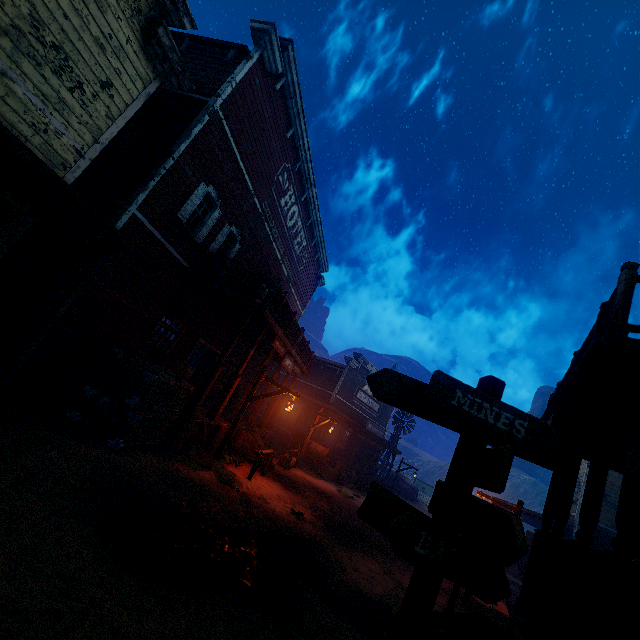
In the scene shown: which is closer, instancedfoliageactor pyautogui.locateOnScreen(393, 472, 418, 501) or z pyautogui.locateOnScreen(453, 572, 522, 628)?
z pyautogui.locateOnScreen(453, 572, 522, 628)

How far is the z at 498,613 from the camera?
8.6m

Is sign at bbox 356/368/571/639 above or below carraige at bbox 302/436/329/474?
above

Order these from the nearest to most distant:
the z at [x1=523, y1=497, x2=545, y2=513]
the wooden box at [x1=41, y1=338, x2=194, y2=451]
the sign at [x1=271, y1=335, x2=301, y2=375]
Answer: the wooden box at [x1=41, y1=338, x2=194, y2=451] → the sign at [x1=271, y1=335, x2=301, y2=375] → the z at [x1=523, y1=497, x2=545, y2=513]

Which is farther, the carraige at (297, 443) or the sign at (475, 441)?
the carraige at (297, 443)

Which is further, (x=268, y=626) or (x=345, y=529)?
(x=345, y=529)

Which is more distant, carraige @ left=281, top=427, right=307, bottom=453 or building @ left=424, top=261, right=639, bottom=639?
carraige @ left=281, top=427, right=307, bottom=453

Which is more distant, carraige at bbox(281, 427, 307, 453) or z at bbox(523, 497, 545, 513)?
z at bbox(523, 497, 545, 513)
